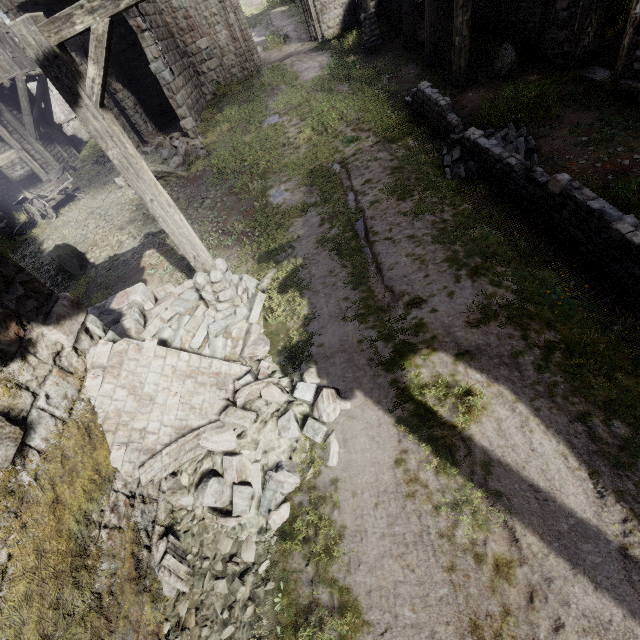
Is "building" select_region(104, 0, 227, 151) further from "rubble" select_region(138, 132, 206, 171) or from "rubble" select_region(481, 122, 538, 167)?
"rubble" select_region(481, 122, 538, 167)

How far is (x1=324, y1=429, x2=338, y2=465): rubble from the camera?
4.16m

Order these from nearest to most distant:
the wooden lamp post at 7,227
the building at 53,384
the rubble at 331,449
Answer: the building at 53,384 < the rubble at 331,449 < the wooden lamp post at 7,227

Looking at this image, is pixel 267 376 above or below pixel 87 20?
below

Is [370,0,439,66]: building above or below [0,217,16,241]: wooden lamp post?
above

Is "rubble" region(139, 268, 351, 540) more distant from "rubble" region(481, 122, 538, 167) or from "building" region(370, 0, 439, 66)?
"rubble" region(481, 122, 538, 167)

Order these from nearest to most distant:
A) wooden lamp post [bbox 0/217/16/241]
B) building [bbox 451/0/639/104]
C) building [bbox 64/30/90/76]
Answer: building [bbox 451/0/639/104], building [bbox 64/30/90/76], wooden lamp post [bbox 0/217/16/241]

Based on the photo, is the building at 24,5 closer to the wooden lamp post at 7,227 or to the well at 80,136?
the wooden lamp post at 7,227
